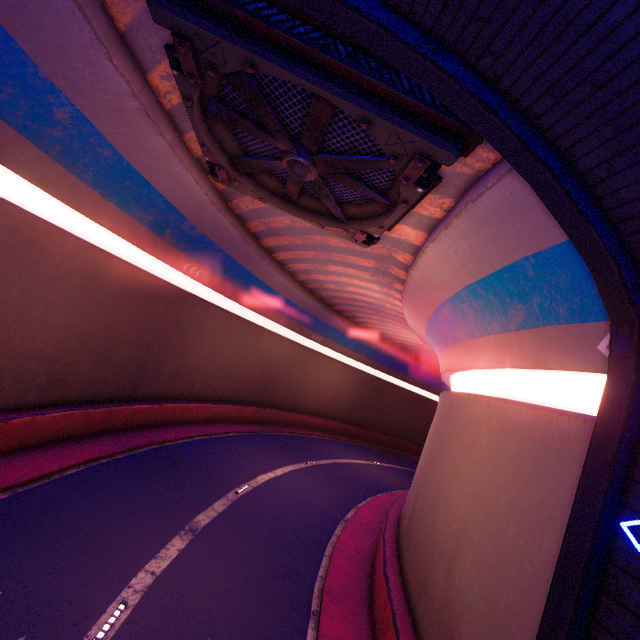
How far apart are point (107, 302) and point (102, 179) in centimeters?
527cm

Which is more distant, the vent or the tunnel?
the vent

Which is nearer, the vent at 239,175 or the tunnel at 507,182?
the tunnel at 507,182
